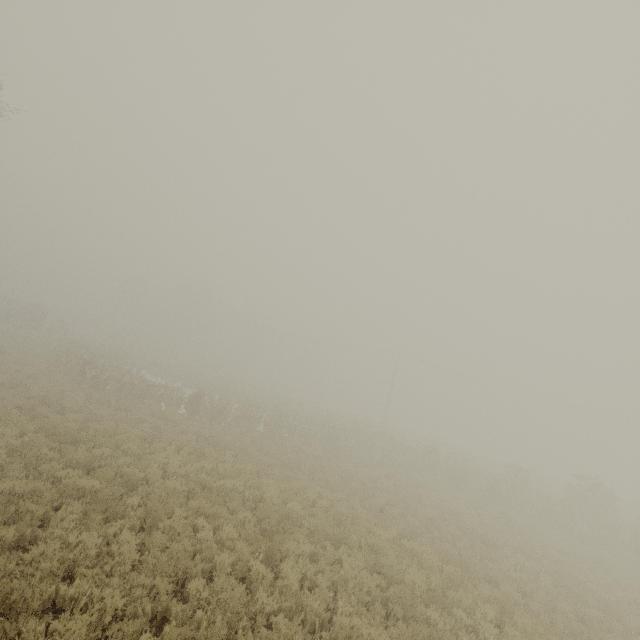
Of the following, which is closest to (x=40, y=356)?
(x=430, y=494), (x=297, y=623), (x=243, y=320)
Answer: (x=297, y=623)
